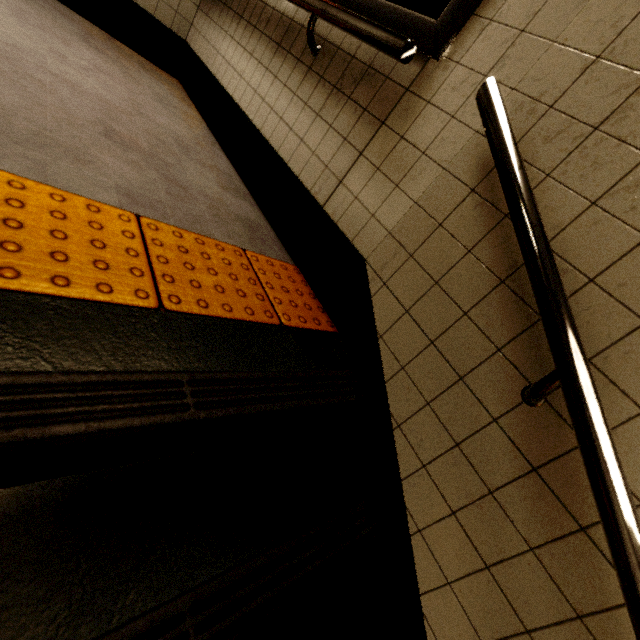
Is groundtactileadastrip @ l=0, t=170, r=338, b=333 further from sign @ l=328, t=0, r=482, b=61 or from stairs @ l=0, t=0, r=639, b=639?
sign @ l=328, t=0, r=482, b=61

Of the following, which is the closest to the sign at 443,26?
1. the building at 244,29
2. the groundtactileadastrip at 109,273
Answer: the building at 244,29

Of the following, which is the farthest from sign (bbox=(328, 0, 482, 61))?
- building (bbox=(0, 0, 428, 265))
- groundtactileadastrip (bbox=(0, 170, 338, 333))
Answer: groundtactileadastrip (bbox=(0, 170, 338, 333))

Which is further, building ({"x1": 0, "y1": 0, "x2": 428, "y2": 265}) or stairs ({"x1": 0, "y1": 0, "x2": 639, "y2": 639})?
building ({"x1": 0, "y1": 0, "x2": 428, "y2": 265})

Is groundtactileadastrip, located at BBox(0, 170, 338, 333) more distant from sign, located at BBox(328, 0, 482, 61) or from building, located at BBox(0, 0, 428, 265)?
sign, located at BBox(328, 0, 482, 61)

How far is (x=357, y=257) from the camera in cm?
137

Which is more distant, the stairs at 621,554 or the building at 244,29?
the building at 244,29
